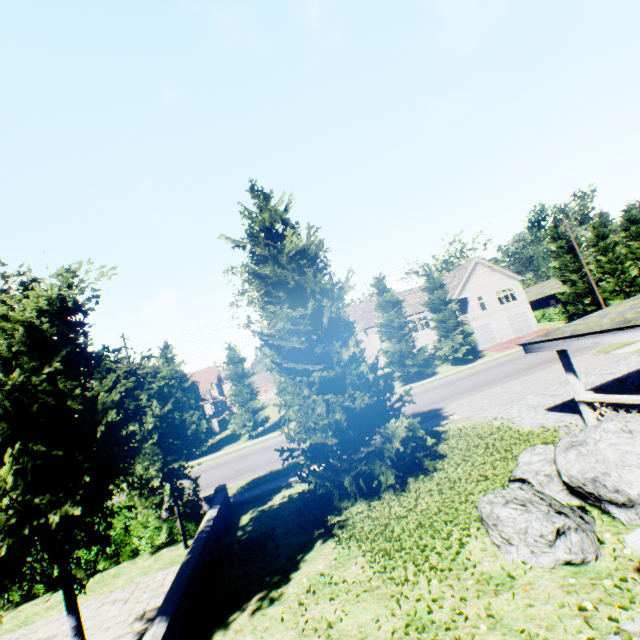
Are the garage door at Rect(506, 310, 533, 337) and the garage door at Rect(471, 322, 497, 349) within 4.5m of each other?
yes

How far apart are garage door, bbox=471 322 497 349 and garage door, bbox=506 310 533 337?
2.2m

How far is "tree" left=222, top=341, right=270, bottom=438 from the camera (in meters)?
28.48

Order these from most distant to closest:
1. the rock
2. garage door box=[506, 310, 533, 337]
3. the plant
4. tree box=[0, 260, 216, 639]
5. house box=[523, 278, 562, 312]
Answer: house box=[523, 278, 562, 312], garage door box=[506, 310, 533, 337], the plant, the rock, tree box=[0, 260, 216, 639]

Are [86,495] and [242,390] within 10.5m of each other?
no

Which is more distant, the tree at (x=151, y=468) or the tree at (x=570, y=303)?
the tree at (x=570, y=303)

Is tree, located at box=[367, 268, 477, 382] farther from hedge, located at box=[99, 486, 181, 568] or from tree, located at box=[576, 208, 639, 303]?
tree, located at box=[576, 208, 639, 303]

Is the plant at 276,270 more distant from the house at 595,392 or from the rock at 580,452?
the house at 595,392
